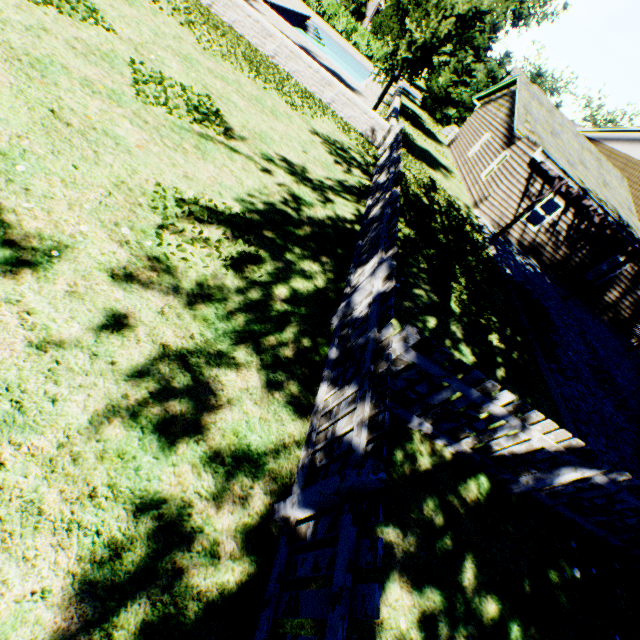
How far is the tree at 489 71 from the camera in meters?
47.4 m

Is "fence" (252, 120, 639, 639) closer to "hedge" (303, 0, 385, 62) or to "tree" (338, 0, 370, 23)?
"tree" (338, 0, 370, 23)

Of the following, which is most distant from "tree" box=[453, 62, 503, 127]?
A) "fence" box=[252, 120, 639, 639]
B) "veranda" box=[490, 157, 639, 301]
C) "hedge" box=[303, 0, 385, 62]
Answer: "veranda" box=[490, 157, 639, 301]

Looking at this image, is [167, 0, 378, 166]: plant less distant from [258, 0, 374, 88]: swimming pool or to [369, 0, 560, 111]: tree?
[369, 0, 560, 111]: tree

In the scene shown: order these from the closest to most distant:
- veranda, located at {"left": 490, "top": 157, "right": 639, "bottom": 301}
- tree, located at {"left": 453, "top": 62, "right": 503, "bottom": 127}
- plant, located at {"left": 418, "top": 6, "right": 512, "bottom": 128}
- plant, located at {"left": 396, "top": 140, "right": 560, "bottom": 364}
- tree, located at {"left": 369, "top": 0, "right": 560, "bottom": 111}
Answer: plant, located at {"left": 396, "top": 140, "right": 560, "bottom": 364} < tree, located at {"left": 369, "top": 0, "right": 560, "bottom": 111} < veranda, located at {"left": 490, "top": 157, "right": 639, "bottom": 301} < plant, located at {"left": 418, "top": 6, "right": 512, "bottom": 128} < tree, located at {"left": 453, "top": 62, "right": 503, "bottom": 127}

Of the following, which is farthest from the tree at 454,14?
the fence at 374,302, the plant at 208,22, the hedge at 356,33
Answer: the hedge at 356,33

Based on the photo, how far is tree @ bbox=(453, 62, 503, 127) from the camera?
47.4m

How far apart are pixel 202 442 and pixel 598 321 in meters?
21.1 m
